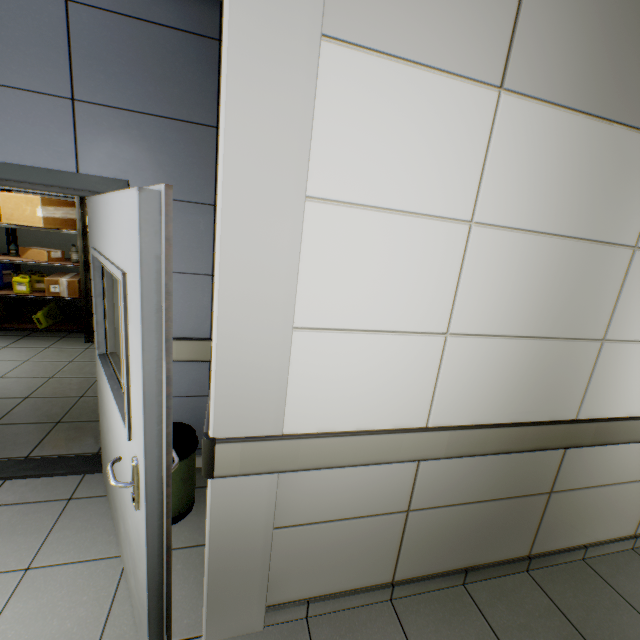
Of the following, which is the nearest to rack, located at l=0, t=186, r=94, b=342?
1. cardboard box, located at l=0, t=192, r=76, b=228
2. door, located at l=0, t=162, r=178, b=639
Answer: cardboard box, located at l=0, t=192, r=76, b=228

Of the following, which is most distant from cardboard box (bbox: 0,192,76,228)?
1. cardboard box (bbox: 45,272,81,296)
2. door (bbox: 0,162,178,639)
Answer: door (bbox: 0,162,178,639)

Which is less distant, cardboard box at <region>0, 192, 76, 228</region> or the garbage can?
the garbage can

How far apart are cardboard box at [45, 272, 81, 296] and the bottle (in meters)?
0.41

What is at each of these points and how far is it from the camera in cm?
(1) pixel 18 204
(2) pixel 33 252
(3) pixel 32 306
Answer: (1) cardboard box, 428
(2) cardboard box, 468
(3) bottle, 487

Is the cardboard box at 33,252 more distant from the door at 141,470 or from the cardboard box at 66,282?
the door at 141,470

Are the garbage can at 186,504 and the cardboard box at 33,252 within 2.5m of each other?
no

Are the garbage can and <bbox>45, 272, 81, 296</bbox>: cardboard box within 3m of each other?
no
